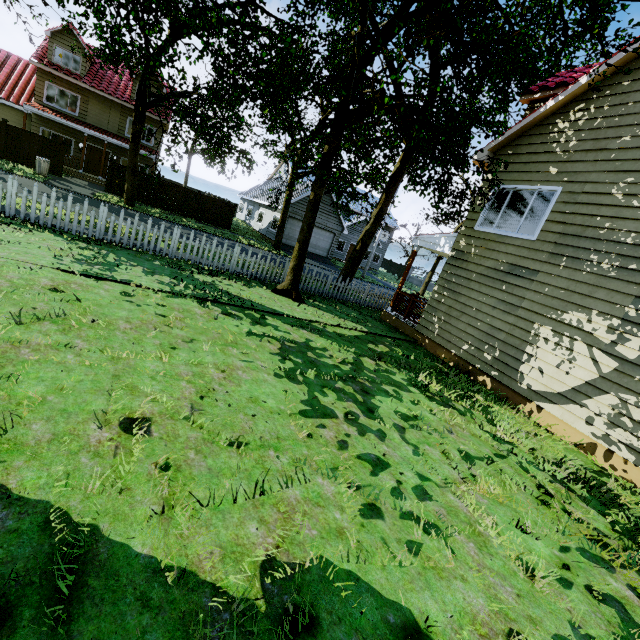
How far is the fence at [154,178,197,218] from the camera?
23.4m

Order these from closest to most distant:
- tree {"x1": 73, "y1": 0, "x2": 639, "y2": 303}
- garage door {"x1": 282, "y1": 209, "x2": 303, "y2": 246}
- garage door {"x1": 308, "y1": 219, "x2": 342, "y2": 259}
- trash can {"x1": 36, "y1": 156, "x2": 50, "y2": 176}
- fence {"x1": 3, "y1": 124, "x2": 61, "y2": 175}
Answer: tree {"x1": 73, "y1": 0, "x2": 639, "y2": 303}, trash can {"x1": 36, "y1": 156, "x2": 50, "y2": 176}, fence {"x1": 3, "y1": 124, "x2": 61, "y2": 175}, garage door {"x1": 282, "y1": 209, "x2": 303, "y2": 246}, garage door {"x1": 308, "y1": 219, "x2": 342, "y2": 259}

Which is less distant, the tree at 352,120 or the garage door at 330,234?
the tree at 352,120

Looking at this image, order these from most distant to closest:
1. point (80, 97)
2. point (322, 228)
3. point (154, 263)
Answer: point (322, 228) → point (80, 97) → point (154, 263)

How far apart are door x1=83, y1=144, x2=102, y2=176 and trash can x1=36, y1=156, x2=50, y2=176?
6.88m

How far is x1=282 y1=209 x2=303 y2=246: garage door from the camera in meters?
27.9 m

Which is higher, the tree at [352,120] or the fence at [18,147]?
the tree at [352,120]

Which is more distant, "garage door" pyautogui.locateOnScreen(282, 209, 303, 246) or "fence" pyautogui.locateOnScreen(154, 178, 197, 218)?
"garage door" pyautogui.locateOnScreen(282, 209, 303, 246)
